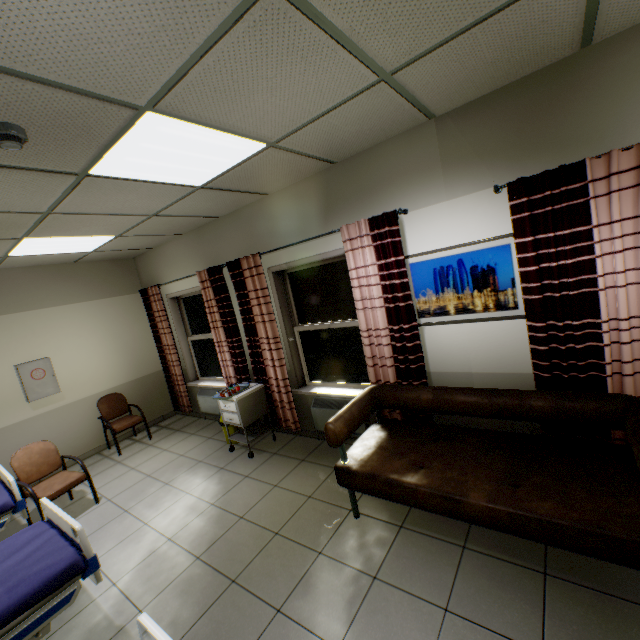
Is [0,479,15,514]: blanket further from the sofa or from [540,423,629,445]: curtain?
[540,423,629,445]: curtain

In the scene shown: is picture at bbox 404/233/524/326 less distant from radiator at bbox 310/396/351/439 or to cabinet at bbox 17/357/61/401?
radiator at bbox 310/396/351/439

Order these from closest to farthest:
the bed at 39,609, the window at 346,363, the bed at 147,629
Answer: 1. the bed at 147,629
2. the bed at 39,609
3. the window at 346,363

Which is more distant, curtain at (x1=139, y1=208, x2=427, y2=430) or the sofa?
curtain at (x1=139, y1=208, x2=427, y2=430)

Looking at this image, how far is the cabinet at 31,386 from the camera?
4.8m

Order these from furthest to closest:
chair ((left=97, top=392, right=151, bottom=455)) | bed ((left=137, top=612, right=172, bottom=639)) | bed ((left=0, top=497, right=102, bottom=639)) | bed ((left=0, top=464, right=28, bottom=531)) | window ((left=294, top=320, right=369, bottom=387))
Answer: chair ((left=97, top=392, right=151, bottom=455)) < window ((left=294, top=320, right=369, bottom=387)) < bed ((left=0, top=464, right=28, bottom=531)) < bed ((left=0, top=497, right=102, bottom=639)) < bed ((left=137, top=612, right=172, bottom=639))

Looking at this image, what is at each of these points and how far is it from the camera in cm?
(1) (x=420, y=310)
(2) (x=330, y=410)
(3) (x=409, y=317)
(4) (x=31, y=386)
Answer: (1) picture, 319
(2) radiator, 405
(3) curtain, 314
(4) cabinet, 482

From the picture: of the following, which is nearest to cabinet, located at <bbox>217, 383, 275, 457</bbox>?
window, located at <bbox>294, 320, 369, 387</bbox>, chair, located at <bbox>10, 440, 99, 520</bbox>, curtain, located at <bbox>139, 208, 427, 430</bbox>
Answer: curtain, located at <bbox>139, 208, 427, 430</bbox>
